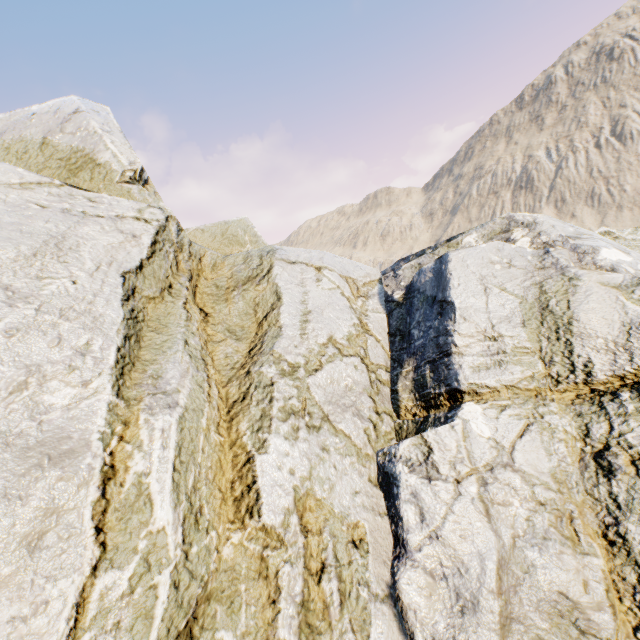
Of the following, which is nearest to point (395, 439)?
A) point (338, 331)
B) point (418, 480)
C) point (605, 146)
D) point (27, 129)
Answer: point (418, 480)
